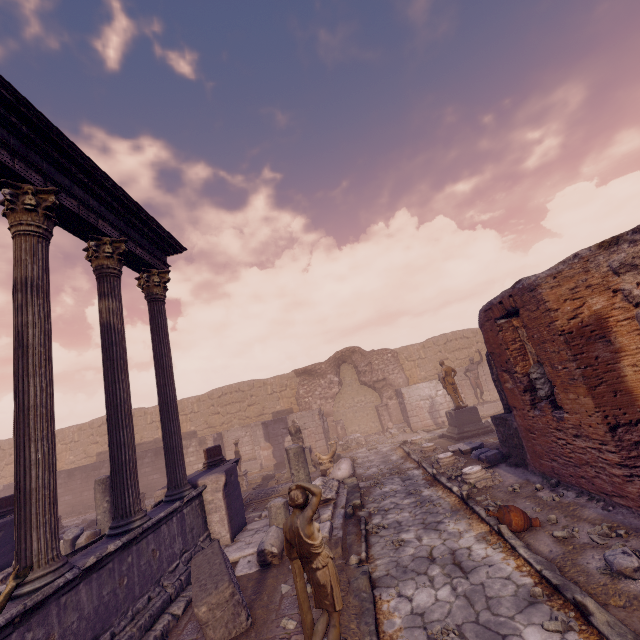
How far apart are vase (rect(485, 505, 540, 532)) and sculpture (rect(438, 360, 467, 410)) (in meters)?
8.58

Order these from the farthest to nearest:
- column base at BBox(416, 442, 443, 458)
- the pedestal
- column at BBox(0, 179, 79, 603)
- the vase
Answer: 1. the pedestal
2. column base at BBox(416, 442, 443, 458)
3. the vase
4. column at BBox(0, 179, 79, 603)

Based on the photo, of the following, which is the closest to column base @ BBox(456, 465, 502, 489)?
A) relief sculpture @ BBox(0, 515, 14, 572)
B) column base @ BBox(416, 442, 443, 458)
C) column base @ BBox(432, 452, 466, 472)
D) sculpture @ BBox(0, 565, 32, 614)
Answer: column base @ BBox(432, 452, 466, 472)

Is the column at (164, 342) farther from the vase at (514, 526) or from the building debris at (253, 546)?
the vase at (514, 526)

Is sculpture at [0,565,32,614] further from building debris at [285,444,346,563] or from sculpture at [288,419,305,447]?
sculpture at [288,419,305,447]

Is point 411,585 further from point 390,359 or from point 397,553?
point 390,359

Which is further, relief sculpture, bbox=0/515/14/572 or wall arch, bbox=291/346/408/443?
wall arch, bbox=291/346/408/443

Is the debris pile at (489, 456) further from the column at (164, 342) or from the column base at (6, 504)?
the column base at (6, 504)
